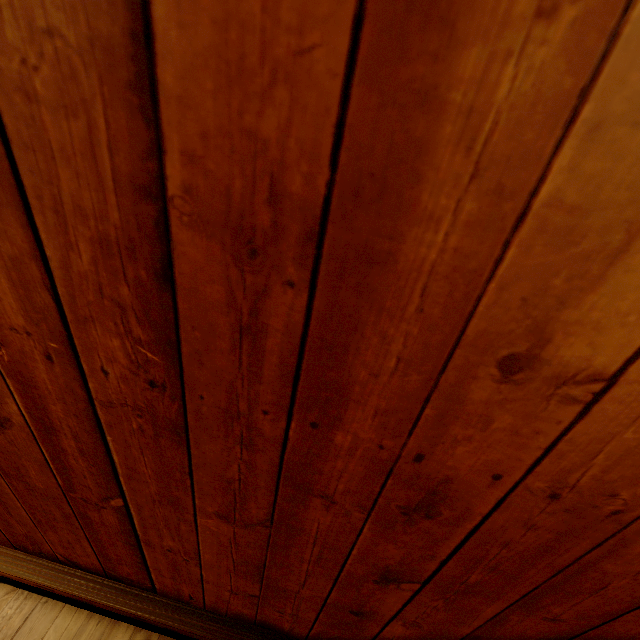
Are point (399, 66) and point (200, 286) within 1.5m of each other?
yes
